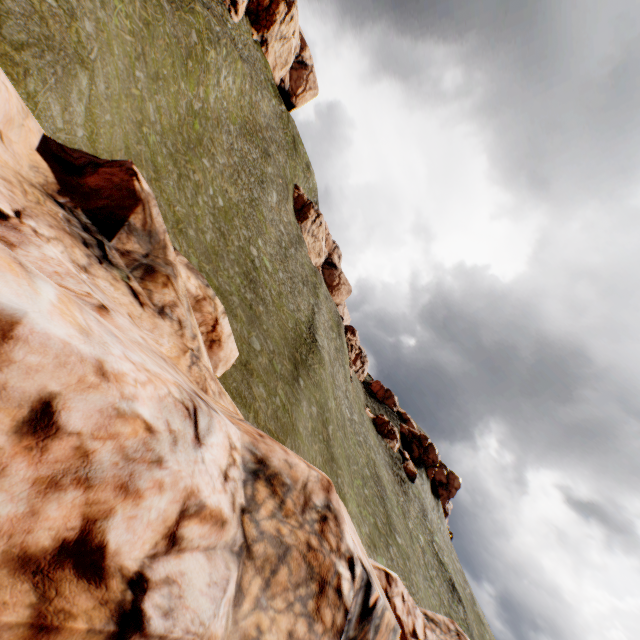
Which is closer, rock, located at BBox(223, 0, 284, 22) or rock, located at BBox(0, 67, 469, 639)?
rock, located at BBox(0, 67, 469, 639)

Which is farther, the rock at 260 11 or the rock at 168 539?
the rock at 260 11

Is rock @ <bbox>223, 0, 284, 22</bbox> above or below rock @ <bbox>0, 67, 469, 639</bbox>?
above

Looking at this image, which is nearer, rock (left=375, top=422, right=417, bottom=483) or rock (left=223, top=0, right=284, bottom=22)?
rock (left=223, top=0, right=284, bottom=22)

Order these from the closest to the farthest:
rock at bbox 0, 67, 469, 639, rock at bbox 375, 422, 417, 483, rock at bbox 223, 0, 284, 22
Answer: rock at bbox 0, 67, 469, 639 → rock at bbox 223, 0, 284, 22 → rock at bbox 375, 422, 417, 483

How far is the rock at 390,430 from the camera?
54.0m

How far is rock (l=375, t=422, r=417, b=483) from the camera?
54.0 meters

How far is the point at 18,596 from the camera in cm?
254
